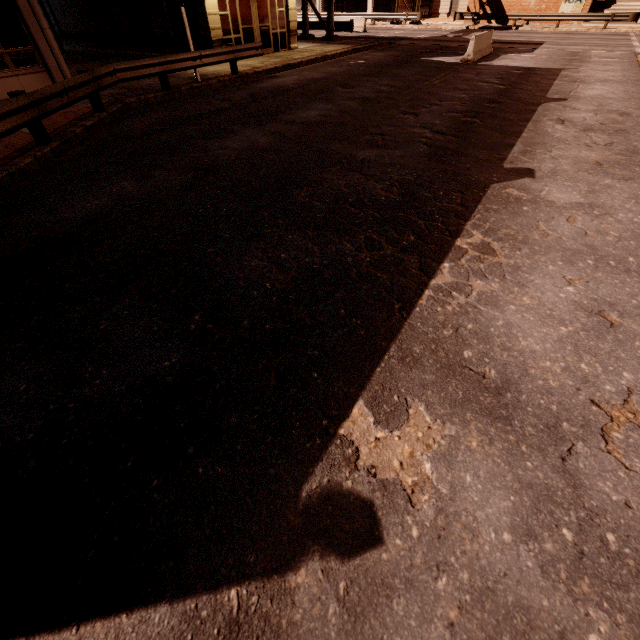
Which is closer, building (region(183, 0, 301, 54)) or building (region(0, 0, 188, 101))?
building (region(0, 0, 188, 101))

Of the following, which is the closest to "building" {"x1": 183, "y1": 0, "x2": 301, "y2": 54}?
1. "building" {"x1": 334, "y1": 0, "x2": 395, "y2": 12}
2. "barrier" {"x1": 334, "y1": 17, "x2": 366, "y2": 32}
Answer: "barrier" {"x1": 334, "y1": 17, "x2": 366, "y2": 32}

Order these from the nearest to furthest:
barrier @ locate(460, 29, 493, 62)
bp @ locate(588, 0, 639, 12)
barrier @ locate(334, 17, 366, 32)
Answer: barrier @ locate(460, 29, 493, 62), bp @ locate(588, 0, 639, 12), barrier @ locate(334, 17, 366, 32)

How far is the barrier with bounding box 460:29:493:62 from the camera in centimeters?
1545cm

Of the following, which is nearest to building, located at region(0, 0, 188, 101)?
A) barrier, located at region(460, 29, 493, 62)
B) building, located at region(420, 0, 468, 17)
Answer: barrier, located at region(460, 29, 493, 62)

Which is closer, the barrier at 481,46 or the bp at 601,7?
the barrier at 481,46

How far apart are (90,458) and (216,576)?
1.34m

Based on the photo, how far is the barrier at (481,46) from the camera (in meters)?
15.45
